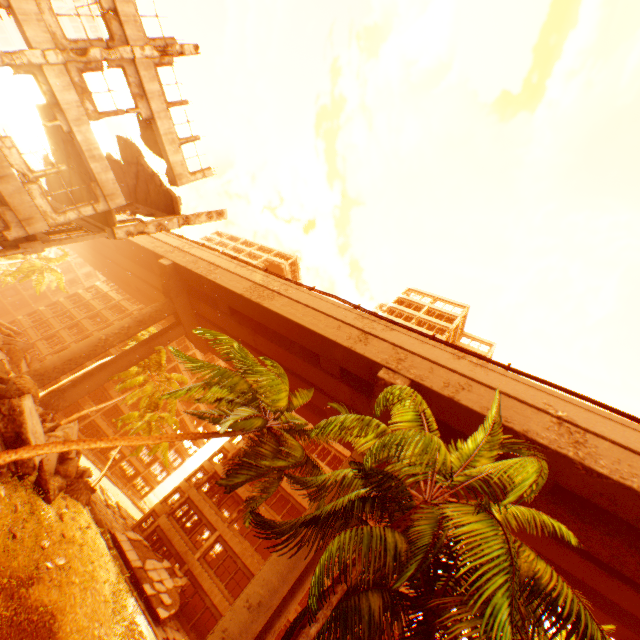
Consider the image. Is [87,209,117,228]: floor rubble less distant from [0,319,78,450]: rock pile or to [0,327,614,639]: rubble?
[0,327,614,639]: rubble

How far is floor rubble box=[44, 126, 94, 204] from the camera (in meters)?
13.48

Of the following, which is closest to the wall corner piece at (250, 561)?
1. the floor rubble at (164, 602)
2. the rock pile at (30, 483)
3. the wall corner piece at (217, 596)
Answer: the wall corner piece at (217, 596)

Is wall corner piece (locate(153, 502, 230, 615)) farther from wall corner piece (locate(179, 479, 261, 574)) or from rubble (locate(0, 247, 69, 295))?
rubble (locate(0, 247, 69, 295))

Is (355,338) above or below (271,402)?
above

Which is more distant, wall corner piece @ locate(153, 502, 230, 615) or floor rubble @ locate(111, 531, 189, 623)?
wall corner piece @ locate(153, 502, 230, 615)

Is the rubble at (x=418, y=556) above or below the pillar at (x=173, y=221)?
below

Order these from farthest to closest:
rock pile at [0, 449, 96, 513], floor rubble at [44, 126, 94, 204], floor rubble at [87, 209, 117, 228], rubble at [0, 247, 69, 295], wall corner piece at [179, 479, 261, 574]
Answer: rubble at [0, 247, 69, 295] → wall corner piece at [179, 479, 261, 574] → floor rubble at [87, 209, 117, 228] → floor rubble at [44, 126, 94, 204] → rock pile at [0, 449, 96, 513]
